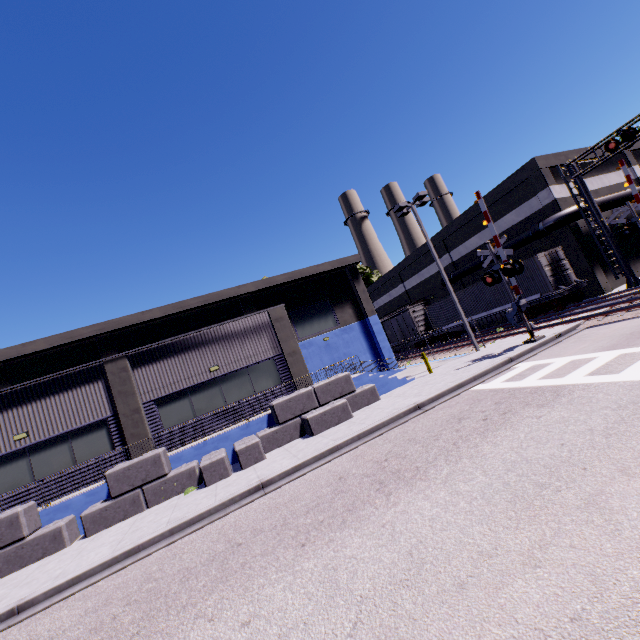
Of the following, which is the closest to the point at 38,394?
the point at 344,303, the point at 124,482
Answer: the point at 124,482

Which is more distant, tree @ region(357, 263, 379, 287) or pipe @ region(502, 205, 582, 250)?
tree @ region(357, 263, 379, 287)

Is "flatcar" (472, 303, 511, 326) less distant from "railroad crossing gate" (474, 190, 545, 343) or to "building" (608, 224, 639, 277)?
"building" (608, 224, 639, 277)

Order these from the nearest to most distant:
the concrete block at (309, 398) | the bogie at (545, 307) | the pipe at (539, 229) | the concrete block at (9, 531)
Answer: the concrete block at (9, 531), the concrete block at (309, 398), the bogie at (545, 307), the pipe at (539, 229)

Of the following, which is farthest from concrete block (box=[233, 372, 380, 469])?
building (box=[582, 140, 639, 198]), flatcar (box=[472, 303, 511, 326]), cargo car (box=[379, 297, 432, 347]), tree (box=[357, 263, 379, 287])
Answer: tree (box=[357, 263, 379, 287])

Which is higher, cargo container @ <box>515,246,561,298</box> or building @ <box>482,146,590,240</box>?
building @ <box>482,146,590,240</box>

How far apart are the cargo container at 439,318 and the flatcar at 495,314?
0.01m

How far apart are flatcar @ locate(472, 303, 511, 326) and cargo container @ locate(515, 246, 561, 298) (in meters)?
0.01
